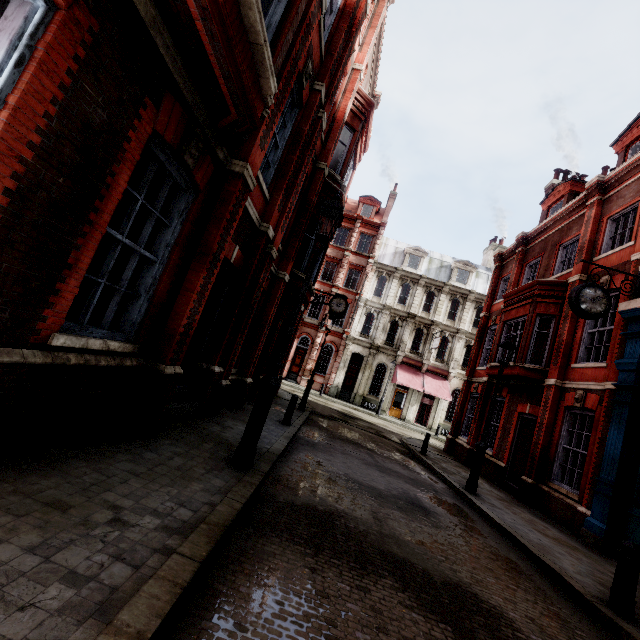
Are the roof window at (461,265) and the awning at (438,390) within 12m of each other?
yes

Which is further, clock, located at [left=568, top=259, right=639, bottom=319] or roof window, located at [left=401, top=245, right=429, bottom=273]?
roof window, located at [left=401, top=245, right=429, bottom=273]

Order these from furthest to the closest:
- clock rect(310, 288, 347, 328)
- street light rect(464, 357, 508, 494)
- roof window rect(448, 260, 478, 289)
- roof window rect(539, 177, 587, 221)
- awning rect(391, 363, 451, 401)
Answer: roof window rect(448, 260, 478, 289)
awning rect(391, 363, 451, 401)
clock rect(310, 288, 347, 328)
roof window rect(539, 177, 587, 221)
street light rect(464, 357, 508, 494)

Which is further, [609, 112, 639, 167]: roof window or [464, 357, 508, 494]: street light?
[609, 112, 639, 167]: roof window

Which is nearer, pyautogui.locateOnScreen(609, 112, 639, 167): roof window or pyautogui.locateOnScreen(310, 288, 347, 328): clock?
pyautogui.locateOnScreen(609, 112, 639, 167): roof window

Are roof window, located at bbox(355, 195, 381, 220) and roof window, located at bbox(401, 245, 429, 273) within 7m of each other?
yes

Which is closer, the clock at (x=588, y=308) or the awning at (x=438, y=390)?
the clock at (x=588, y=308)

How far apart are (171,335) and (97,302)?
1.1m
